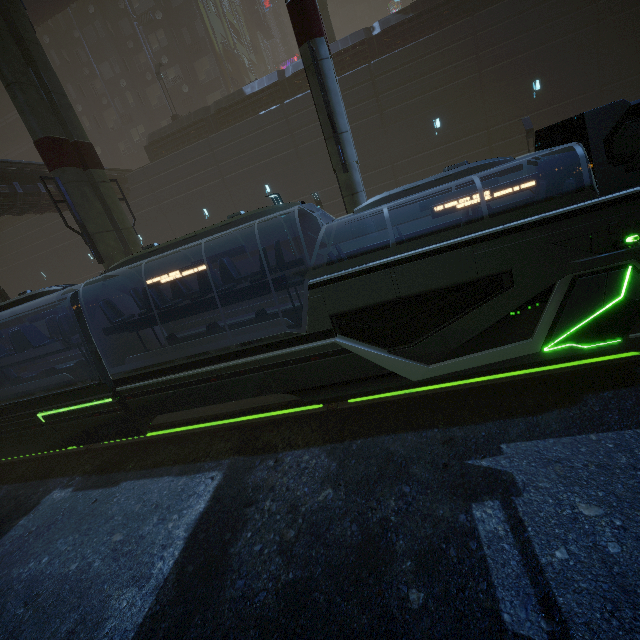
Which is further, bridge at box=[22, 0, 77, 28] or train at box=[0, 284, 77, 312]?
bridge at box=[22, 0, 77, 28]

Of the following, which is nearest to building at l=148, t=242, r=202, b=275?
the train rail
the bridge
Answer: the train rail

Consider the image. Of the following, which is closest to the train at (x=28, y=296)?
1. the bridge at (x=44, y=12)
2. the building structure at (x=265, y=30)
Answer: the bridge at (x=44, y=12)

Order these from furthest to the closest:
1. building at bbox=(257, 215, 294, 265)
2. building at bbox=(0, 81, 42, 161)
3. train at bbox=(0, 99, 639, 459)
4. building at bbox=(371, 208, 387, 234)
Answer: building at bbox=(0, 81, 42, 161) < building at bbox=(257, 215, 294, 265) < building at bbox=(371, 208, 387, 234) < train at bbox=(0, 99, 639, 459)

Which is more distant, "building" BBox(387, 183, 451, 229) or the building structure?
the building structure

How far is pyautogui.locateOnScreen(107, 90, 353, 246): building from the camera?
22.0 meters

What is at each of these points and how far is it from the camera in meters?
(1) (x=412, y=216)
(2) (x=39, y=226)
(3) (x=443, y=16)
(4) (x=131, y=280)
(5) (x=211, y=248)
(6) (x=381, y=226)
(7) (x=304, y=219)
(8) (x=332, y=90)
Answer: (1) building, 22.8 m
(2) building, 28.4 m
(3) building, 18.7 m
(4) sm, 14.0 m
(5) building, 25.7 m
(6) building, 23.4 m
(7) building, 24.0 m
(8) sm, 9.7 m

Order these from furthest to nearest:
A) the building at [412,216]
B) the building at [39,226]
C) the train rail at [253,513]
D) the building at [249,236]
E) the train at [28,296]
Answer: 1. the building at [249,236]
2. the building at [412,216]
3. the building at [39,226]
4. the train at [28,296]
5. the train rail at [253,513]
